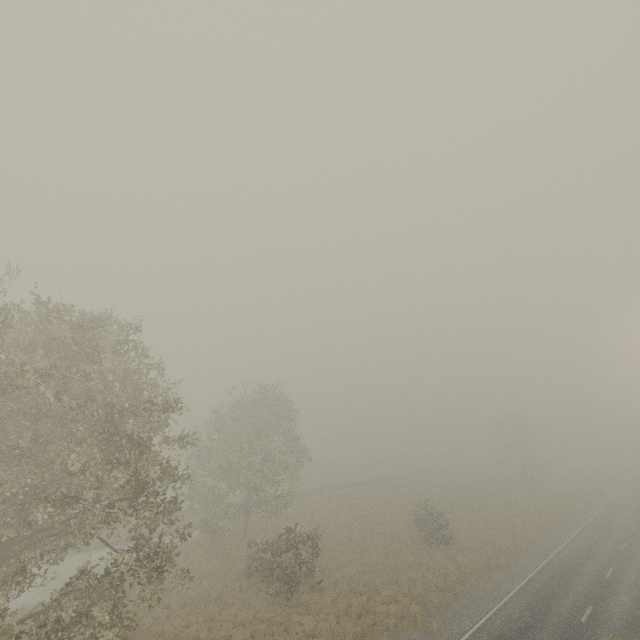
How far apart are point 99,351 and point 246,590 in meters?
17.4
